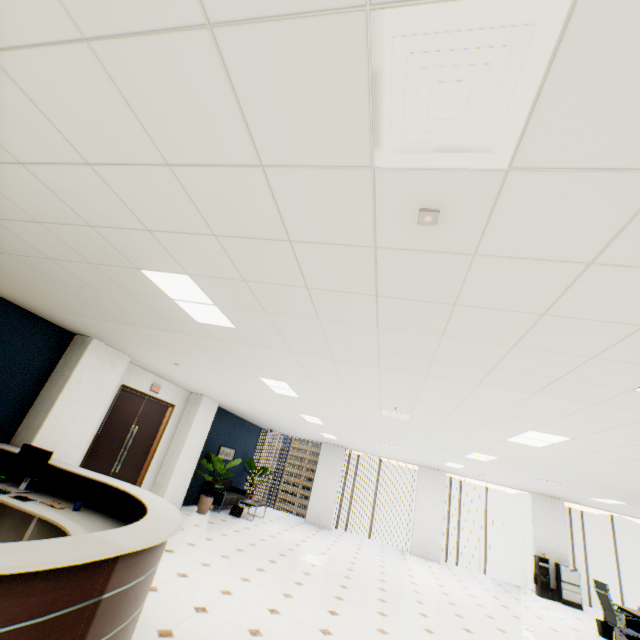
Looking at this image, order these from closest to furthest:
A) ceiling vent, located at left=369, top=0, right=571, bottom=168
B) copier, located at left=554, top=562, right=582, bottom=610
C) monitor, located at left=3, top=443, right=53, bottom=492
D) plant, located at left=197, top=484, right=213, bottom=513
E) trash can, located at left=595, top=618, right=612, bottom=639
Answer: ceiling vent, located at left=369, top=0, right=571, bottom=168 < monitor, located at left=3, top=443, right=53, bottom=492 < trash can, located at left=595, top=618, right=612, bottom=639 < plant, located at left=197, top=484, right=213, bottom=513 < copier, located at left=554, top=562, right=582, bottom=610

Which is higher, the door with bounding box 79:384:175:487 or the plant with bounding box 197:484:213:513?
the door with bounding box 79:384:175:487

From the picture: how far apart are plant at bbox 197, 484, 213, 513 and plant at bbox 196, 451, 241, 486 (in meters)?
0.74

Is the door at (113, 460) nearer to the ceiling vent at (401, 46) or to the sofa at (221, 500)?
the sofa at (221, 500)

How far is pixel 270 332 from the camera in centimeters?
331cm

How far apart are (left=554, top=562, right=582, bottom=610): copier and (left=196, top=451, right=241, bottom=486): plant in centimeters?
1122cm

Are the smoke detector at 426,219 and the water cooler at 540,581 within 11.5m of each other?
no

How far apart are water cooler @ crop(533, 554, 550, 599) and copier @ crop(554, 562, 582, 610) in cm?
22
